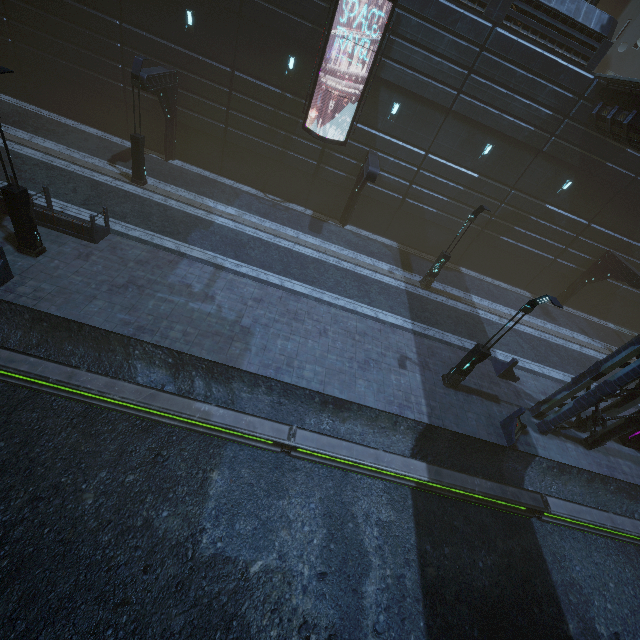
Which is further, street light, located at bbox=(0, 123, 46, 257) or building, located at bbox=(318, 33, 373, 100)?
building, located at bbox=(318, 33, 373, 100)

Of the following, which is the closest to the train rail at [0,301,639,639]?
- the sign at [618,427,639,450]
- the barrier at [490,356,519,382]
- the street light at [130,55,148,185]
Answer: the sign at [618,427,639,450]

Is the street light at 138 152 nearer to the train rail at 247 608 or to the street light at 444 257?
the train rail at 247 608

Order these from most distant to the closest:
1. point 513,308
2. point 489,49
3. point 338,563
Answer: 1. point 513,308
2. point 489,49
3. point 338,563

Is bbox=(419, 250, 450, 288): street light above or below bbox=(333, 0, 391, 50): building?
below

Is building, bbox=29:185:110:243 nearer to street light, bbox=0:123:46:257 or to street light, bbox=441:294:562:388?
street light, bbox=0:123:46:257

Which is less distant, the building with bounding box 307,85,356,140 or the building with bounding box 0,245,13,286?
the building with bounding box 0,245,13,286

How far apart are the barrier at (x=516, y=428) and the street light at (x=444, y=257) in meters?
8.8
